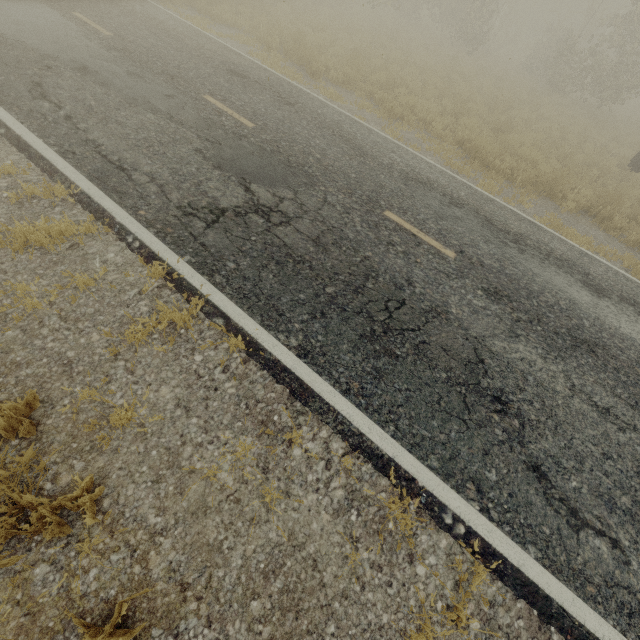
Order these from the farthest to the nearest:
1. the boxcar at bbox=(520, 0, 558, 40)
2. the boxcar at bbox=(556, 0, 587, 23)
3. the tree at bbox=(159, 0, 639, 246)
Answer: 1. the boxcar at bbox=(520, 0, 558, 40)
2. the boxcar at bbox=(556, 0, 587, 23)
3. the tree at bbox=(159, 0, 639, 246)

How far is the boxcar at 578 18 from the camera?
29.8m

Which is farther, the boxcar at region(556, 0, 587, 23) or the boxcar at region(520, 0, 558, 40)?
the boxcar at region(520, 0, 558, 40)

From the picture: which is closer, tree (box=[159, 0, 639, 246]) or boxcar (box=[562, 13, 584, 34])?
tree (box=[159, 0, 639, 246])

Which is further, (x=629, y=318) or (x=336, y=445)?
(x=629, y=318)

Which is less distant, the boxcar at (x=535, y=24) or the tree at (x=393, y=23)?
the tree at (x=393, y=23)

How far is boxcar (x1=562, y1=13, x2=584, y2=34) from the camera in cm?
2975
